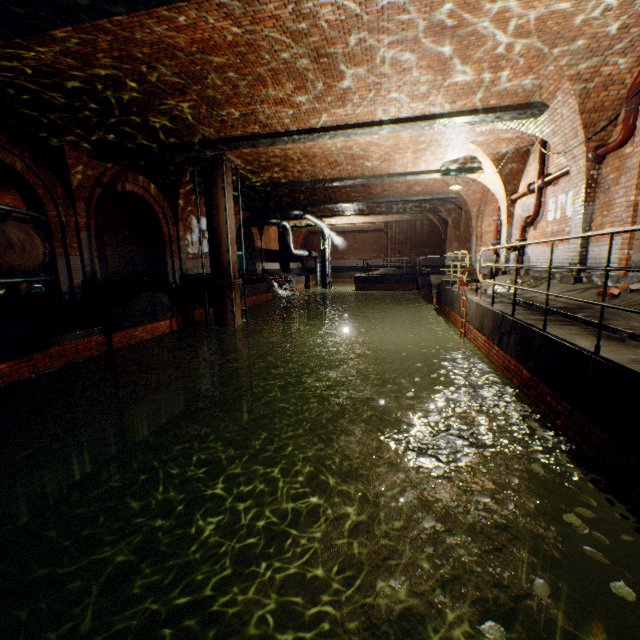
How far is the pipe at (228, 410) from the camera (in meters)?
12.46

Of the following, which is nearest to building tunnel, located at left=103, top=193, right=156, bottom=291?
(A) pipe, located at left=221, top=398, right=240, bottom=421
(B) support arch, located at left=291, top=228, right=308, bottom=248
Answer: (A) pipe, located at left=221, top=398, right=240, bottom=421

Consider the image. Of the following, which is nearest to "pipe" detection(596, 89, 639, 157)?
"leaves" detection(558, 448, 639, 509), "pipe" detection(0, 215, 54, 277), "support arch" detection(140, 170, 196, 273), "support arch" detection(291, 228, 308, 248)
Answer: "leaves" detection(558, 448, 639, 509)

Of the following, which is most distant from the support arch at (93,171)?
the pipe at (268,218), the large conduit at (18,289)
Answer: the pipe at (268,218)

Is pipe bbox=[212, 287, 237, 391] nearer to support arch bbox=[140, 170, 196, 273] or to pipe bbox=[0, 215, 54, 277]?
support arch bbox=[140, 170, 196, 273]

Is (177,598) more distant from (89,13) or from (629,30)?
(629,30)

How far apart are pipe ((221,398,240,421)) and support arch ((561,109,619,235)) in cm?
1092

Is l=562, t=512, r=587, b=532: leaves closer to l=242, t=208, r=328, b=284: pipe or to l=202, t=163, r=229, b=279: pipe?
l=202, t=163, r=229, b=279: pipe
